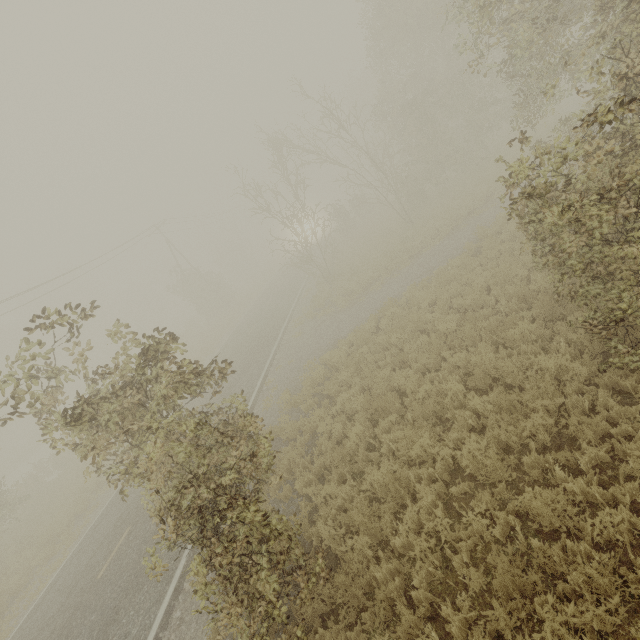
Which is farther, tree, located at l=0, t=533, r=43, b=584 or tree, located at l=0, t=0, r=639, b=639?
tree, located at l=0, t=533, r=43, b=584

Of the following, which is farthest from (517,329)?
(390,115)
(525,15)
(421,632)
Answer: (390,115)

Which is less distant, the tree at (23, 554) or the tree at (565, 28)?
the tree at (565, 28)

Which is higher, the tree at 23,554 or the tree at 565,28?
the tree at 565,28

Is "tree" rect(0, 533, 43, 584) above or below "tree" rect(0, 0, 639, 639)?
below
